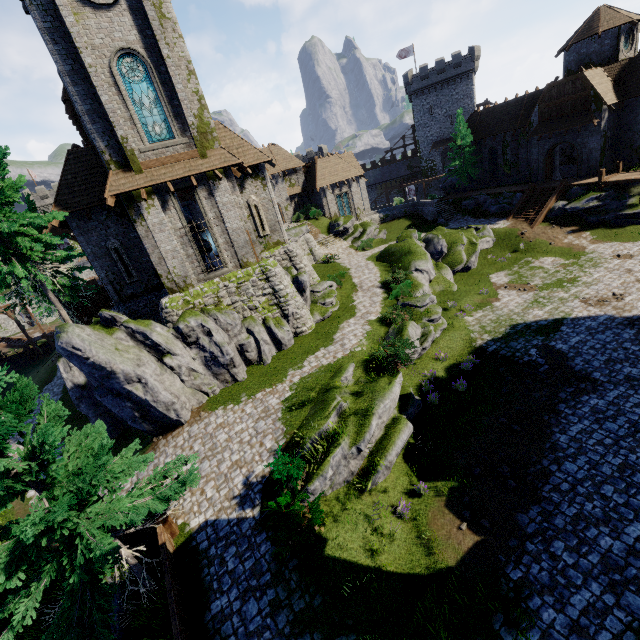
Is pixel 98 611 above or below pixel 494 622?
above

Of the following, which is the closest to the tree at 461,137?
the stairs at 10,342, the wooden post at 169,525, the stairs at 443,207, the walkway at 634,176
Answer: the stairs at 443,207

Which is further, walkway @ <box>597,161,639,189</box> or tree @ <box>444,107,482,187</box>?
tree @ <box>444,107,482,187</box>

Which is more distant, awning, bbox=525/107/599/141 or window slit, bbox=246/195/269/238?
awning, bbox=525/107/599/141

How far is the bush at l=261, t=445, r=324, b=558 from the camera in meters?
10.0 m

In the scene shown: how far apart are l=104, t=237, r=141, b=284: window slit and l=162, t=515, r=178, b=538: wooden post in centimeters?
1356cm

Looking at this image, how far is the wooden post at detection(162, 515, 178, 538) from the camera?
11.3m

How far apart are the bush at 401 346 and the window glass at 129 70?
15.07m
